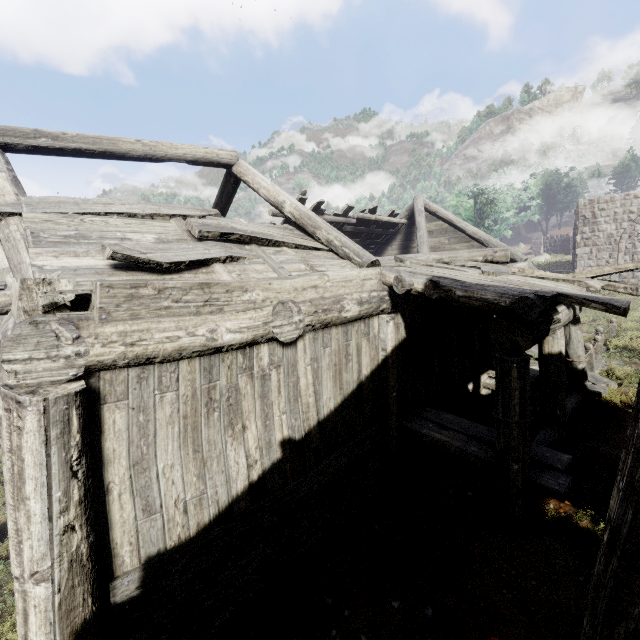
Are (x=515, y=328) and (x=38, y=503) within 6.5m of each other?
yes

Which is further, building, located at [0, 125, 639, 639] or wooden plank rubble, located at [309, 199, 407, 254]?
wooden plank rubble, located at [309, 199, 407, 254]

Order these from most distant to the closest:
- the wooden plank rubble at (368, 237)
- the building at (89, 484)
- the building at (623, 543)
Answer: the wooden plank rubble at (368, 237) → the building at (89, 484) → the building at (623, 543)

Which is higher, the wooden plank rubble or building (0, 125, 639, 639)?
the wooden plank rubble

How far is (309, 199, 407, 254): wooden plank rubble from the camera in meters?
12.2 m

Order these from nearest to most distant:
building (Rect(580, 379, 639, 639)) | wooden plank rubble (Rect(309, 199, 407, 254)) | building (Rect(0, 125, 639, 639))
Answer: building (Rect(580, 379, 639, 639)), building (Rect(0, 125, 639, 639)), wooden plank rubble (Rect(309, 199, 407, 254))

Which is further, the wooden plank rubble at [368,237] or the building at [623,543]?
the wooden plank rubble at [368,237]

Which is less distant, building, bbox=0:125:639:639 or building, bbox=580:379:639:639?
building, bbox=580:379:639:639
